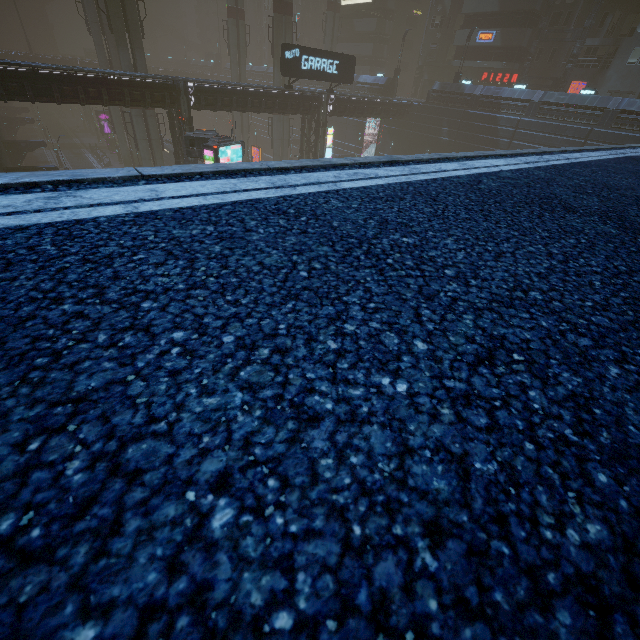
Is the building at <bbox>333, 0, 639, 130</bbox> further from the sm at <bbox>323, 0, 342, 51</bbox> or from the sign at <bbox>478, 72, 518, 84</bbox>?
the sm at <bbox>323, 0, 342, 51</bbox>

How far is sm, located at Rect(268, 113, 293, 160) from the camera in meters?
39.2

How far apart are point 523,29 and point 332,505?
52.2m

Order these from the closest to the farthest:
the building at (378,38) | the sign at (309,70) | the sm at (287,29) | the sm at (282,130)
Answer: the sign at (309,70) → the building at (378,38) → the sm at (287,29) → the sm at (282,130)

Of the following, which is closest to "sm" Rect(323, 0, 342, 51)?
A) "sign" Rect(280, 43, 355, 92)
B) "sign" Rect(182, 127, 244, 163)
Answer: "sign" Rect(280, 43, 355, 92)

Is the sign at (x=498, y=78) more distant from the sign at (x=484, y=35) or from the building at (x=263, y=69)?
the sign at (x=484, y=35)

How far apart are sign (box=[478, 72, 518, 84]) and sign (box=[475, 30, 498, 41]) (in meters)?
3.70

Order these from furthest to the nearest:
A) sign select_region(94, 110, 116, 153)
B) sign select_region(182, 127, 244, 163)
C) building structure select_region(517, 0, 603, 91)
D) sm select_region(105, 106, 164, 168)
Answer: sign select_region(94, 110, 116, 153), building structure select_region(517, 0, 603, 91), sm select_region(105, 106, 164, 168), sign select_region(182, 127, 244, 163)
